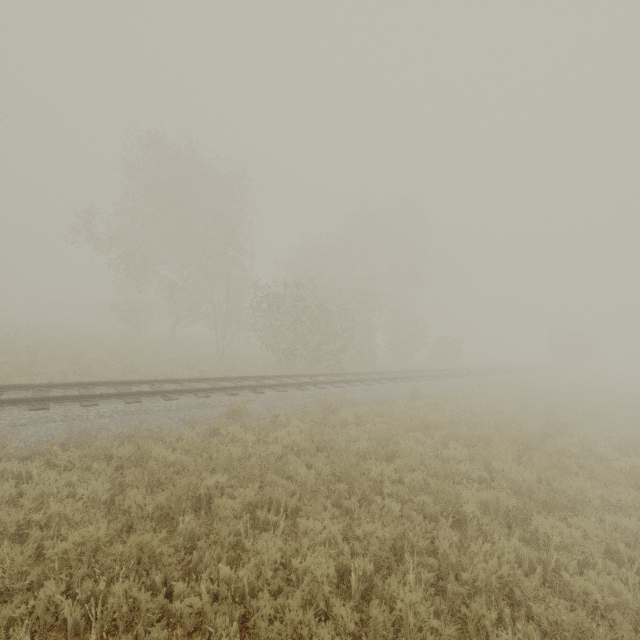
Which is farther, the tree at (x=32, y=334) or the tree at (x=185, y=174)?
the tree at (x=185, y=174)

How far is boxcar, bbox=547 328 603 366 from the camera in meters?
40.8

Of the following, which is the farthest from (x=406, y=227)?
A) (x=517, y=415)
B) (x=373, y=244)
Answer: (x=517, y=415)

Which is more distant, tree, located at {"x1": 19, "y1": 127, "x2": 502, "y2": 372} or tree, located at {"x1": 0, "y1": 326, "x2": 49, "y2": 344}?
tree, located at {"x1": 19, "y1": 127, "x2": 502, "y2": 372}

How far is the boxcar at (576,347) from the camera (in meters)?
40.81

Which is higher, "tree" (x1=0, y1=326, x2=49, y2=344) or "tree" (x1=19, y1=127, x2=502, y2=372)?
"tree" (x1=19, y1=127, x2=502, y2=372)

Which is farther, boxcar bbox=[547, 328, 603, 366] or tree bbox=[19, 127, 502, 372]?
boxcar bbox=[547, 328, 603, 366]
